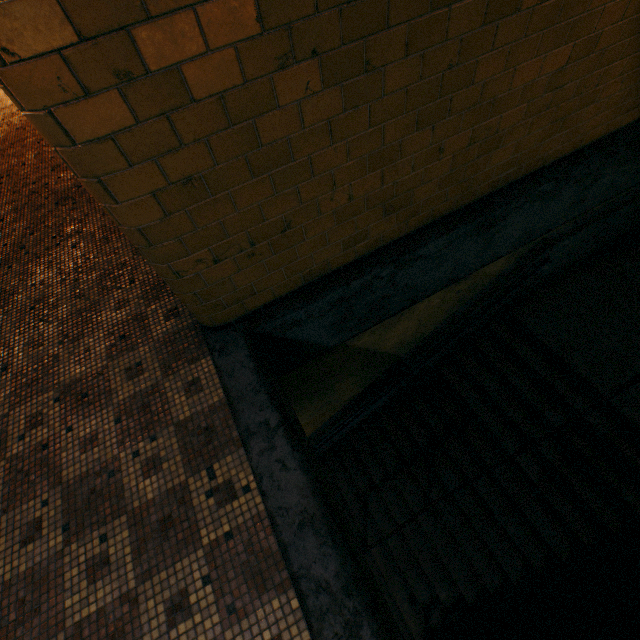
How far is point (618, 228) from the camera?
5.0 meters
